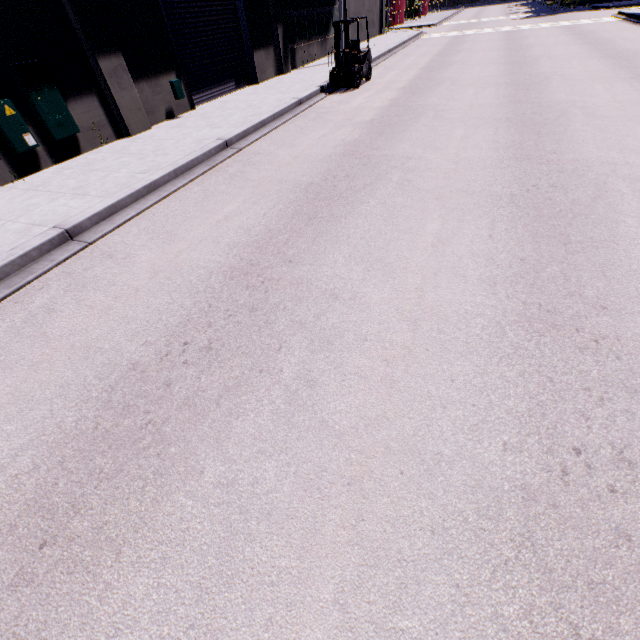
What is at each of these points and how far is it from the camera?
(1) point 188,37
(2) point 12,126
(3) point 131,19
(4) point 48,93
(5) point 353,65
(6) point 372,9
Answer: (1) roll-up door, 11.9 meters
(2) electrical box, 7.5 meters
(3) building, 9.7 meters
(4) electrical box, 8.0 meters
(5) forklift, 13.4 meters
(6) building, 28.2 meters

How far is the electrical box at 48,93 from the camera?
7.50m

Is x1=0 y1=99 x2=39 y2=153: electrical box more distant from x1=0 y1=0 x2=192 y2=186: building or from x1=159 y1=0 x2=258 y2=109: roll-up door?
x1=159 y1=0 x2=258 y2=109: roll-up door

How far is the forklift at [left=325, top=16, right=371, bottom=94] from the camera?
12.63m

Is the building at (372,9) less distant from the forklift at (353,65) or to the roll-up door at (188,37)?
the roll-up door at (188,37)

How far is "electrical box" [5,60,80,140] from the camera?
7.5m

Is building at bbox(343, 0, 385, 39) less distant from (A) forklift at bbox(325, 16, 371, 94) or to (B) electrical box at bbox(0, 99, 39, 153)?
(B) electrical box at bbox(0, 99, 39, 153)

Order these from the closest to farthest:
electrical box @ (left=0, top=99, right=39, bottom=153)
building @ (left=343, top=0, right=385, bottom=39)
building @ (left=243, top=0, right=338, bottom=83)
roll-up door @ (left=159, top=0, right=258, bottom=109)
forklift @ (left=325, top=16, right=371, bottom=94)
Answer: electrical box @ (left=0, top=99, right=39, bottom=153)
roll-up door @ (left=159, top=0, right=258, bottom=109)
forklift @ (left=325, top=16, right=371, bottom=94)
building @ (left=243, top=0, right=338, bottom=83)
building @ (left=343, top=0, right=385, bottom=39)
